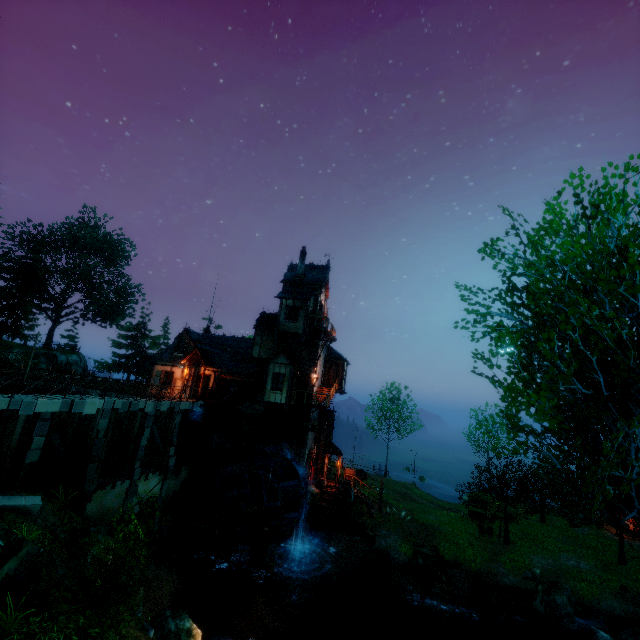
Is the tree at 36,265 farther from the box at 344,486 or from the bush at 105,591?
the bush at 105,591

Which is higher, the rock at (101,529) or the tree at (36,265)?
the tree at (36,265)

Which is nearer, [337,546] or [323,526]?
[323,526]

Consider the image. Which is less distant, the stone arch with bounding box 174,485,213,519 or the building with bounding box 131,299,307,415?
the stone arch with bounding box 174,485,213,519

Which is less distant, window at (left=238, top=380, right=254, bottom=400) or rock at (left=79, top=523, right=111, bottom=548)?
rock at (left=79, top=523, right=111, bottom=548)

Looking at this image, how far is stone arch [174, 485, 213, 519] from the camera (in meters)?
24.05

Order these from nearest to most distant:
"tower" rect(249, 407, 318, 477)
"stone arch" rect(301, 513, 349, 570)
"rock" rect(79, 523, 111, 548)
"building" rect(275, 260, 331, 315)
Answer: "rock" rect(79, 523, 111, 548) → "stone arch" rect(301, 513, 349, 570) → "tower" rect(249, 407, 318, 477) → "building" rect(275, 260, 331, 315)

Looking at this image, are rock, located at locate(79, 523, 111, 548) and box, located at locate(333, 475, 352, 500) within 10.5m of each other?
no
